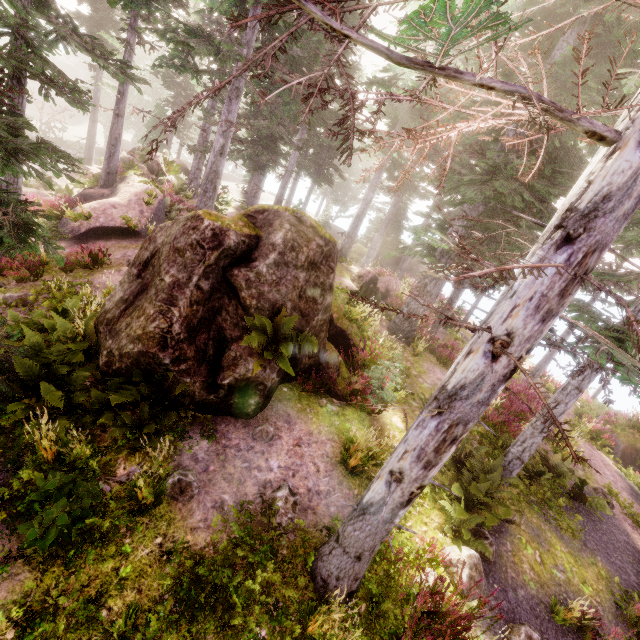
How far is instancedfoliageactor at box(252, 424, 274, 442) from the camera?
7.0 meters

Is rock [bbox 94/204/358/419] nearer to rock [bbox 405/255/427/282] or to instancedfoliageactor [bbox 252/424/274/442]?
instancedfoliageactor [bbox 252/424/274/442]

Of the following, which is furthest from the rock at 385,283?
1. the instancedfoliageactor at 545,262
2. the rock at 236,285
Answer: the rock at 236,285

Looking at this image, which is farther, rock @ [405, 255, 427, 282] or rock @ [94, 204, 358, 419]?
rock @ [405, 255, 427, 282]

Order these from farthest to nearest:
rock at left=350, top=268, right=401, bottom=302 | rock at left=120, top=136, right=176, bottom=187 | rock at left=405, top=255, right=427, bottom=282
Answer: rock at left=405, top=255, right=427, bottom=282 < rock at left=120, top=136, right=176, bottom=187 < rock at left=350, top=268, right=401, bottom=302

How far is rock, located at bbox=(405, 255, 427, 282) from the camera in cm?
3369

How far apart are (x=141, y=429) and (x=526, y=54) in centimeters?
1447cm

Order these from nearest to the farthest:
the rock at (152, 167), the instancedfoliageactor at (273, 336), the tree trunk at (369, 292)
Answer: the instancedfoliageactor at (273, 336) < the tree trunk at (369, 292) < the rock at (152, 167)
